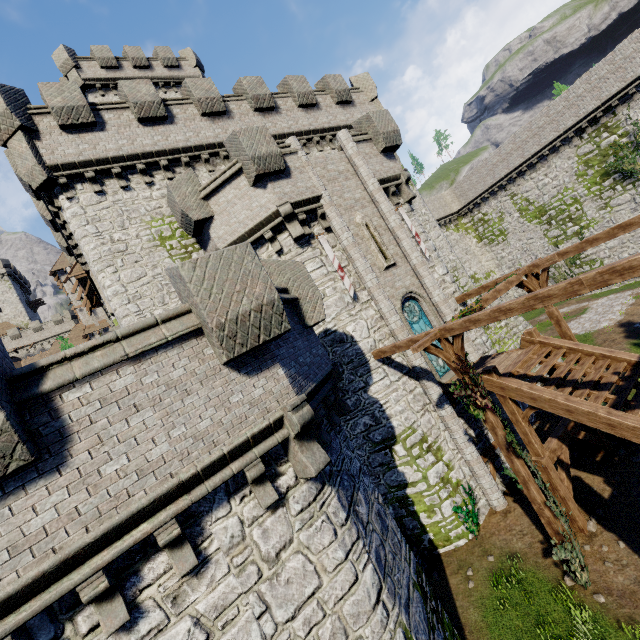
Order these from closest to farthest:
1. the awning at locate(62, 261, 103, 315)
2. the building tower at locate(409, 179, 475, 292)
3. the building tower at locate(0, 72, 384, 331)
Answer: the building tower at locate(0, 72, 384, 331), the awning at locate(62, 261, 103, 315), the building tower at locate(409, 179, 475, 292)

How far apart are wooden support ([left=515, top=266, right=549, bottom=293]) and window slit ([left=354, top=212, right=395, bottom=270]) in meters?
4.1 m

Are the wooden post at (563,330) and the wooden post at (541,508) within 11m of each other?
yes

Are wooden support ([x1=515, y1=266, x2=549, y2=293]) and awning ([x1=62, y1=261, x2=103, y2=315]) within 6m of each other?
no

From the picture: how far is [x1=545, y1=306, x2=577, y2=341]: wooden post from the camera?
12.1 meters

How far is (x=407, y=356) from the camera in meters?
12.9 m

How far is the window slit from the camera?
14.0m

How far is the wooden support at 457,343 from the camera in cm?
905
